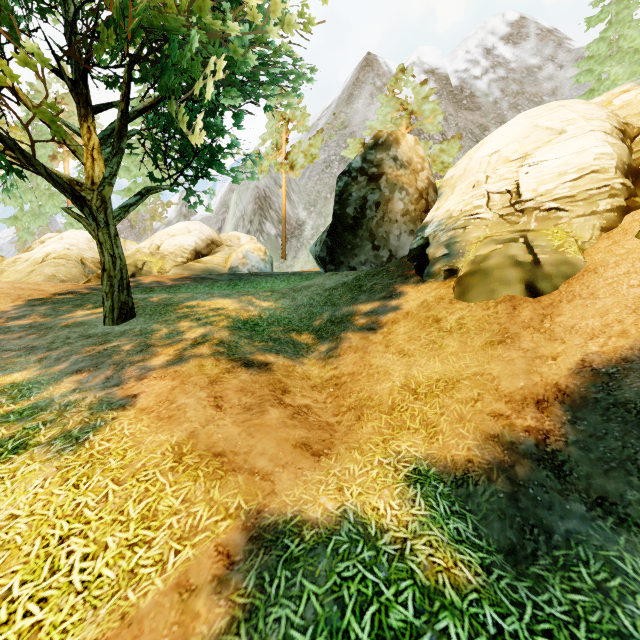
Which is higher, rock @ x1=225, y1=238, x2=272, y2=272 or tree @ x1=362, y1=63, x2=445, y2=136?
tree @ x1=362, y1=63, x2=445, y2=136

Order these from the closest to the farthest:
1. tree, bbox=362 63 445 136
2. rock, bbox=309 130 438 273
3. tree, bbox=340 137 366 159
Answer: rock, bbox=309 130 438 273 < tree, bbox=362 63 445 136 < tree, bbox=340 137 366 159

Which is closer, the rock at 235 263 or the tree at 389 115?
the rock at 235 263

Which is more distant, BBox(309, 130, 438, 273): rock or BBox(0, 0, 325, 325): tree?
BBox(309, 130, 438, 273): rock

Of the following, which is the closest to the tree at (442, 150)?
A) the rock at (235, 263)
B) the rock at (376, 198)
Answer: the rock at (376, 198)

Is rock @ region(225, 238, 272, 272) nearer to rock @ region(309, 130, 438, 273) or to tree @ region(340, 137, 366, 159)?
tree @ region(340, 137, 366, 159)

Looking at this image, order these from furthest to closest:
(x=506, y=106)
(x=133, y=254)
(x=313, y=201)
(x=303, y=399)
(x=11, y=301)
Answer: (x=506, y=106) < (x=313, y=201) < (x=133, y=254) < (x=11, y=301) < (x=303, y=399)
